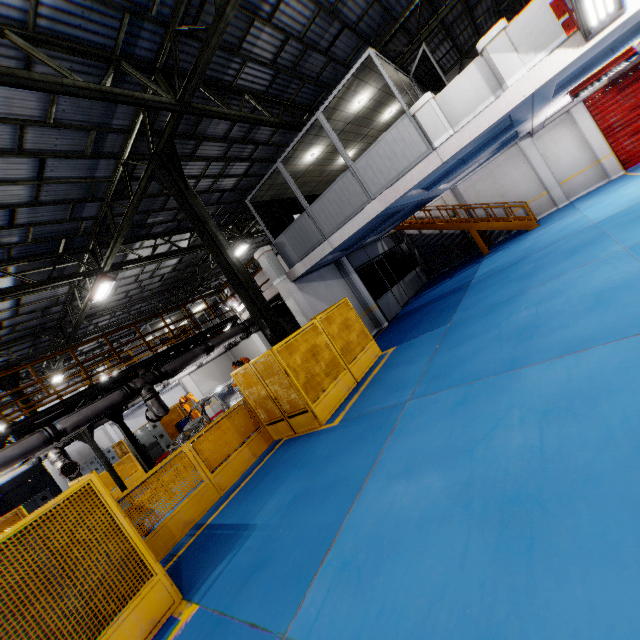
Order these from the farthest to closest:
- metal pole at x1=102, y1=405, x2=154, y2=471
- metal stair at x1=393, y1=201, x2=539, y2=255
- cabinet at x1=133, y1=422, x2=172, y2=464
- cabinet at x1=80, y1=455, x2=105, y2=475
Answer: cabinet at x1=80, y1=455, x2=105, y2=475 → cabinet at x1=133, y1=422, x2=172, y2=464 → metal stair at x1=393, y1=201, x2=539, y2=255 → metal pole at x1=102, y1=405, x2=154, y2=471

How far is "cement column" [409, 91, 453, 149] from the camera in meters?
7.7 m

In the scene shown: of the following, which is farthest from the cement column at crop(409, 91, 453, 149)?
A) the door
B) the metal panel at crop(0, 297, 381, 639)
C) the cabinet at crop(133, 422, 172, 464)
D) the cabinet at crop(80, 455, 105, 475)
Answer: the cabinet at crop(80, 455, 105, 475)

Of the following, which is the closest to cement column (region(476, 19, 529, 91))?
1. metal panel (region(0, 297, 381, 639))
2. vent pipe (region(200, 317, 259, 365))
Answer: metal panel (region(0, 297, 381, 639))

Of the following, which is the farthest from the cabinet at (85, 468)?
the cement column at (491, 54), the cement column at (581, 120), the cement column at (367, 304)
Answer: the cement column at (581, 120)

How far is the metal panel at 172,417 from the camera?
19.3m

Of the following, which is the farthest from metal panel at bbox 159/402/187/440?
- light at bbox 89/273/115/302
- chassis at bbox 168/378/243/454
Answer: light at bbox 89/273/115/302

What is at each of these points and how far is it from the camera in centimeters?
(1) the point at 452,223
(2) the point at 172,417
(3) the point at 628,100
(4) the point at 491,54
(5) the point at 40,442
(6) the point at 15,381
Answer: (1) metal stair, 1698cm
(2) metal panel, 1973cm
(3) door, 1394cm
(4) cement column, 687cm
(5) vent pipe, 794cm
(6) metal pole, 1480cm
